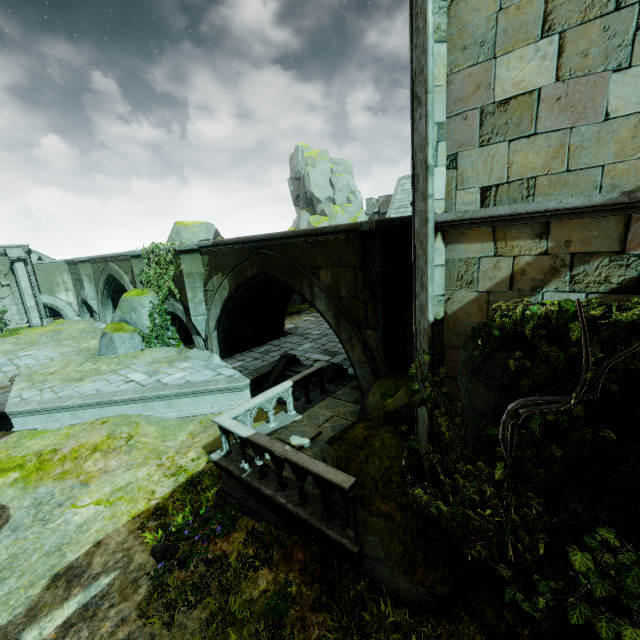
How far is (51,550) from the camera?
6.8m

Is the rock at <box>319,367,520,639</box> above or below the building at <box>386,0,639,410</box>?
below

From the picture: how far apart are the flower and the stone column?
2.74m

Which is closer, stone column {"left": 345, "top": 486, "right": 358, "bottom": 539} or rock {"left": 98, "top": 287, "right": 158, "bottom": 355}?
stone column {"left": 345, "top": 486, "right": 358, "bottom": 539}

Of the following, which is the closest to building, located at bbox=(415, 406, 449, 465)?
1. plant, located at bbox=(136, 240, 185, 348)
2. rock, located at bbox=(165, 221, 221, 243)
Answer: rock, located at bbox=(165, 221, 221, 243)

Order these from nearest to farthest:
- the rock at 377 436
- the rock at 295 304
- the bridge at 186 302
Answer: the rock at 377 436, the bridge at 186 302, the rock at 295 304

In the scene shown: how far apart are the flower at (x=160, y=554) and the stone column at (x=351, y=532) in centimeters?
274cm

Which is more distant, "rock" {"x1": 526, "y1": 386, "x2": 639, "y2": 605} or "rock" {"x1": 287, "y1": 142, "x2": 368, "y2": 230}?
Result: "rock" {"x1": 287, "y1": 142, "x2": 368, "y2": 230}
